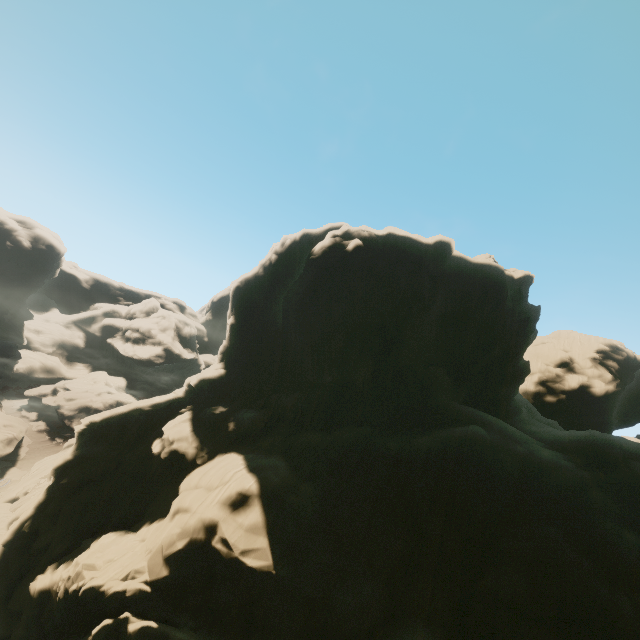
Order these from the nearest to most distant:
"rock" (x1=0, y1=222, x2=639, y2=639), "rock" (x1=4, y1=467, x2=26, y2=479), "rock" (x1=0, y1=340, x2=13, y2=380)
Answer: "rock" (x1=0, y1=222, x2=639, y2=639) < "rock" (x1=4, y1=467, x2=26, y2=479) < "rock" (x1=0, y1=340, x2=13, y2=380)

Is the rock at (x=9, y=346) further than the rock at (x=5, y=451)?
Yes

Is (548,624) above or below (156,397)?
below

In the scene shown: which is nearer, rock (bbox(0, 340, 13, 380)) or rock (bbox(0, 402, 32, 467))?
rock (bbox(0, 402, 32, 467))

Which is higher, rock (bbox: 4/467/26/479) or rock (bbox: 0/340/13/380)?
rock (bbox: 0/340/13/380)

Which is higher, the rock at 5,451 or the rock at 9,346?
the rock at 9,346
